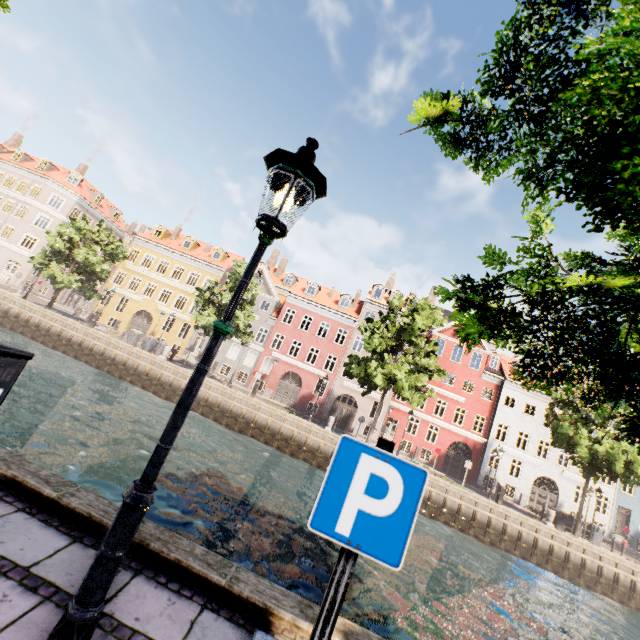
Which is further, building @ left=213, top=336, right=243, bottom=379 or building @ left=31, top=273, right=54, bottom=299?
building @ left=31, top=273, right=54, bottom=299

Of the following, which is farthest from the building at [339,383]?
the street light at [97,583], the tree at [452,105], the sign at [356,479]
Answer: the sign at [356,479]

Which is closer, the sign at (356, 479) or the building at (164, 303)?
the sign at (356, 479)

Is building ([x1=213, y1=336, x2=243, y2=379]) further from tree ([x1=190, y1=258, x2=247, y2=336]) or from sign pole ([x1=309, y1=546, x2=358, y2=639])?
sign pole ([x1=309, y1=546, x2=358, y2=639])

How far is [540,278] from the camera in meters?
4.4

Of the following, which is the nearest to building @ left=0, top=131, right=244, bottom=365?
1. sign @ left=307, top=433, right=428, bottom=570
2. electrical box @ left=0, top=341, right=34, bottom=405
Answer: electrical box @ left=0, top=341, right=34, bottom=405

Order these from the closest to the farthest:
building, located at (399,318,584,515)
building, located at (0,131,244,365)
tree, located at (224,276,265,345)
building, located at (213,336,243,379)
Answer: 1. tree, located at (224,276,265,345)
2. building, located at (399,318,584,515)
3. building, located at (213,336,243,379)
4. building, located at (0,131,244,365)

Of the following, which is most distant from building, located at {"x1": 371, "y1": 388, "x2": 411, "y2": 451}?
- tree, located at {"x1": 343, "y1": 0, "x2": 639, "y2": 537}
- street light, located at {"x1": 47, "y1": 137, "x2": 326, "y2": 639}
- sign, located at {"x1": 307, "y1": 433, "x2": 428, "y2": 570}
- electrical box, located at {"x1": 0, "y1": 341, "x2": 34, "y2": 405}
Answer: sign, located at {"x1": 307, "y1": 433, "x2": 428, "y2": 570}
